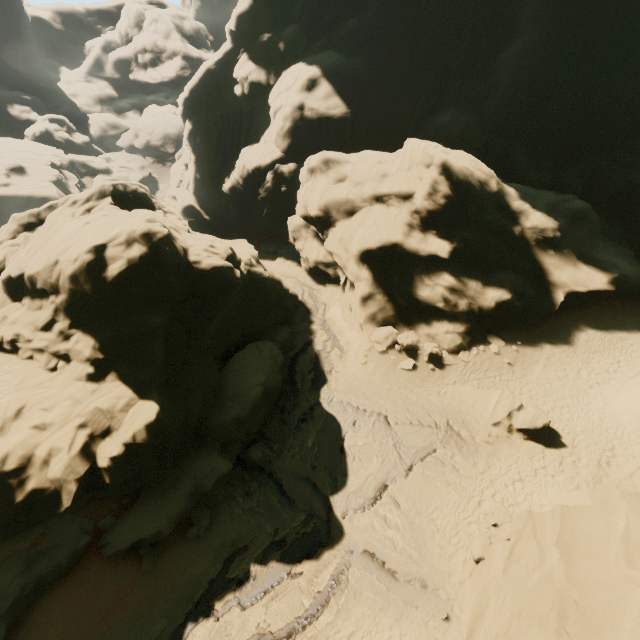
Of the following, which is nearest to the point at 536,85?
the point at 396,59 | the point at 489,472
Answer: the point at 396,59

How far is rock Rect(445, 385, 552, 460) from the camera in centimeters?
1555cm

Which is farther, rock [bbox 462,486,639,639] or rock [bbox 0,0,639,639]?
rock [bbox 0,0,639,639]

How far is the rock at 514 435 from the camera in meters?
15.6 m

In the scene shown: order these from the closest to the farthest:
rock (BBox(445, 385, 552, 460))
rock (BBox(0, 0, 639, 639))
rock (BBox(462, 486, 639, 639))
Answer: rock (BBox(462, 486, 639, 639)) → rock (BBox(0, 0, 639, 639)) → rock (BBox(445, 385, 552, 460))
